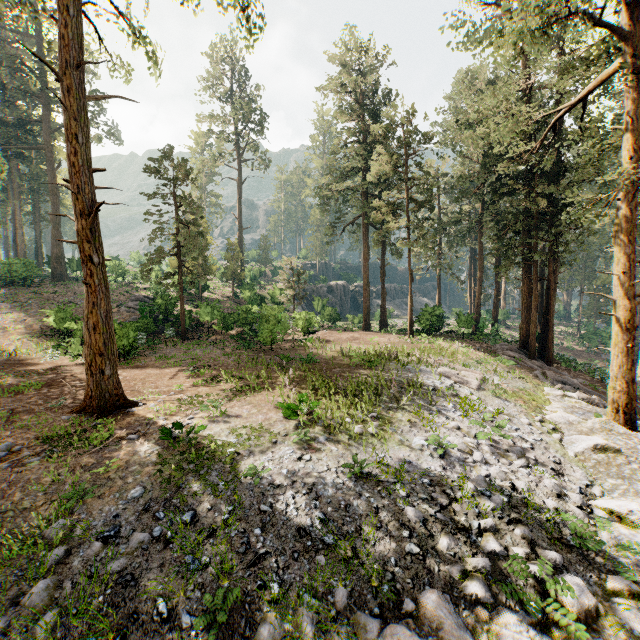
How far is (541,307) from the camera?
30.48m

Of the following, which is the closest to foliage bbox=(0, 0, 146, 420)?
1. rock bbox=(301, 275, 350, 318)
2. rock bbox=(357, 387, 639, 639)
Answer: rock bbox=(357, 387, 639, 639)

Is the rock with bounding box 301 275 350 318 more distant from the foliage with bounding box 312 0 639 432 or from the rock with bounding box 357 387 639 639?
the rock with bounding box 357 387 639 639

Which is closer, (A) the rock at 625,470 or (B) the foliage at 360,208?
(A) the rock at 625,470

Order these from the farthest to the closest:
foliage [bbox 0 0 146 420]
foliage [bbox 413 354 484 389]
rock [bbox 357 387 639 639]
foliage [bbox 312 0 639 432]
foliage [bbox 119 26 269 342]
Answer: foliage [bbox 119 26 269 342]
foliage [bbox 413 354 484 389]
foliage [bbox 312 0 639 432]
foliage [bbox 0 0 146 420]
rock [bbox 357 387 639 639]

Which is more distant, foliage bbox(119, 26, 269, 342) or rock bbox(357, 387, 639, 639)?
foliage bbox(119, 26, 269, 342)

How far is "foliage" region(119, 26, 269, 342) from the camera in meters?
23.4

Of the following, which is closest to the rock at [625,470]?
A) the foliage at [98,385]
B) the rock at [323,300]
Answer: the foliage at [98,385]
